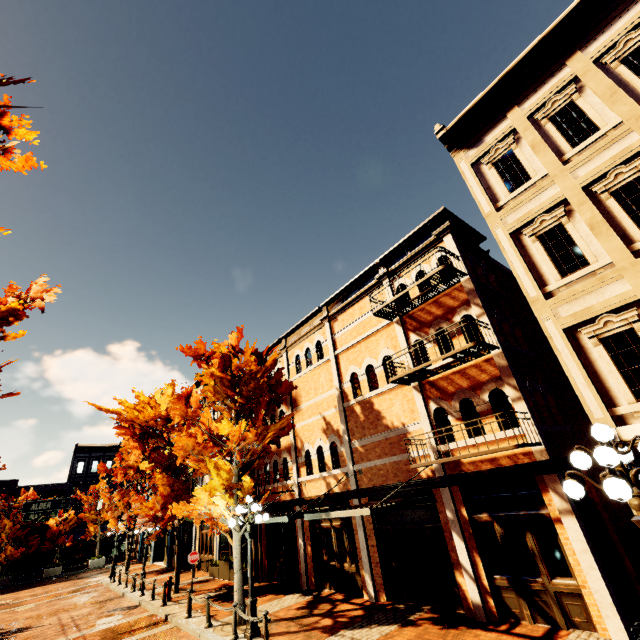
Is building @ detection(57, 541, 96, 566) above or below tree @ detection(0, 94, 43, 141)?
below

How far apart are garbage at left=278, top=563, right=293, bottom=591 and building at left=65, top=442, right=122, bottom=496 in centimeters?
3987cm

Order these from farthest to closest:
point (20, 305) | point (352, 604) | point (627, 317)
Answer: point (352, 604), point (20, 305), point (627, 317)

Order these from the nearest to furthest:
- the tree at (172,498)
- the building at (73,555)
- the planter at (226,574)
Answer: the tree at (172,498), the planter at (226,574), the building at (73,555)

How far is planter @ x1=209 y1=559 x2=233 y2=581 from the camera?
17.19m

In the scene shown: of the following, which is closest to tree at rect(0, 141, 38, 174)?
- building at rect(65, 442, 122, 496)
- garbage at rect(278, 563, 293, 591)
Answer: garbage at rect(278, 563, 293, 591)

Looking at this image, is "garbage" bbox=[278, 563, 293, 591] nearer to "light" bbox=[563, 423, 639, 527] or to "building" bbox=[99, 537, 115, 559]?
"light" bbox=[563, 423, 639, 527]

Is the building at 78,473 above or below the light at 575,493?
above
